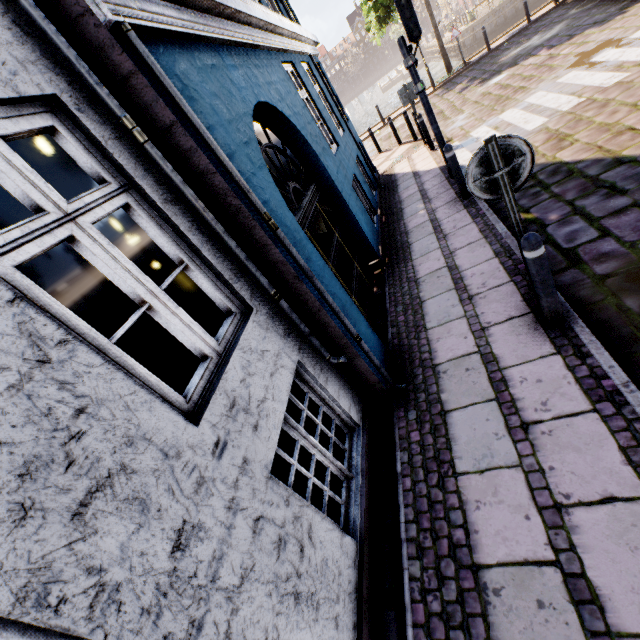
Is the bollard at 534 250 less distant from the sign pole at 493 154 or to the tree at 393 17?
the sign pole at 493 154

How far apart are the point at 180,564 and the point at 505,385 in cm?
306

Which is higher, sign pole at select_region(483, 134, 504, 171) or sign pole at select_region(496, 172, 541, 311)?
sign pole at select_region(483, 134, 504, 171)

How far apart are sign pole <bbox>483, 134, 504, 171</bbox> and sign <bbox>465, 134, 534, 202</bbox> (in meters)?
0.03

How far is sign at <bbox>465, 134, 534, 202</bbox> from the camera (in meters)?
2.66

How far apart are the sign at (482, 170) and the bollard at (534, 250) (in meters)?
0.36

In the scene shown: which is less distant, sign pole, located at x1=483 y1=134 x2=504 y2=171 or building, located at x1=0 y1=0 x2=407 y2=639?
A: building, located at x1=0 y1=0 x2=407 y2=639

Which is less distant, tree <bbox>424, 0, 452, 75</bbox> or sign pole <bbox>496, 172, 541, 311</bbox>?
sign pole <bbox>496, 172, 541, 311</bbox>
